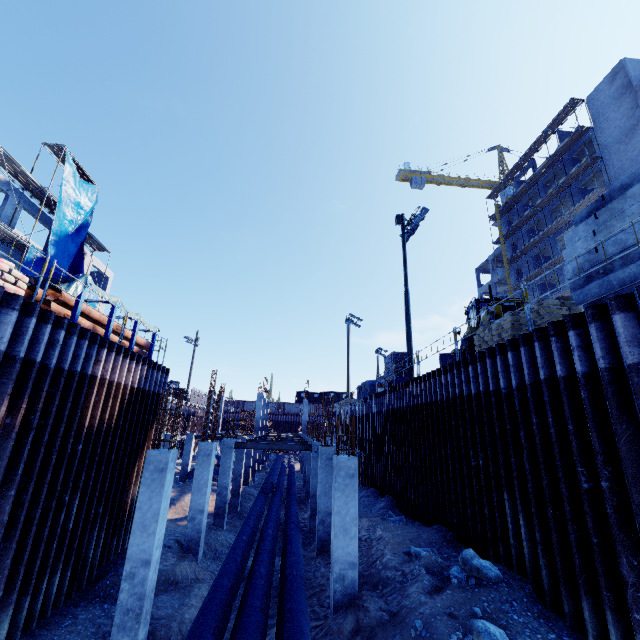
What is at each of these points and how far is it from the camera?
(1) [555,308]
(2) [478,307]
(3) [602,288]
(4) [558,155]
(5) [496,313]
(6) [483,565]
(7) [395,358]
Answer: (1) bagged concrete mix, 8.75m
(2) front loader, 16.31m
(3) concrete beam, 6.76m
(4) scaffolding, 36.91m
(5) front loader, 13.70m
(6) compgrassrocksplants, 7.73m
(7) wooden box, 21.83m

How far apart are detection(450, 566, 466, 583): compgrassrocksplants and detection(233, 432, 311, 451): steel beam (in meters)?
15.58

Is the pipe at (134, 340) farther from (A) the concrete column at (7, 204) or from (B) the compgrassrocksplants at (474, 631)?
(B) the compgrassrocksplants at (474, 631)

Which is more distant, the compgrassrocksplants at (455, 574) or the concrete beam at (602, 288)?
the compgrassrocksplants at (455, 574)

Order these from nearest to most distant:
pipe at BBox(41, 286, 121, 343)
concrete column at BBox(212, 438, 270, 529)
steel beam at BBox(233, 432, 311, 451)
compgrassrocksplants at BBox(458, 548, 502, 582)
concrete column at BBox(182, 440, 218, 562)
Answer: compgrassrocksplants at BBox(458, 548, 502, 582), pipe at BBox(41, 286, 121, 343), concrete column at BBox(182, 440, 218, 562), concrete column at BBox(212, 438, 270, 529), steel beam at BBox(233, 432, 311, 451)

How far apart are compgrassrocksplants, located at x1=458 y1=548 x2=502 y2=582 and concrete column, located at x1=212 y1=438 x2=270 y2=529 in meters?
16.8 m

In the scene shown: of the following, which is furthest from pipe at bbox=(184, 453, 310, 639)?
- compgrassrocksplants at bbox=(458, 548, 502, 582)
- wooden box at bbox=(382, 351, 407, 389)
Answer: wooden box at bbox=(382, 351, 407, 389)

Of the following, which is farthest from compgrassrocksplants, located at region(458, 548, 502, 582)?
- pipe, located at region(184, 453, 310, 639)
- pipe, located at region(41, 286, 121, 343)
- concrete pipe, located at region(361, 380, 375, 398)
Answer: concrete pipe, located at region(361, 380, 375, 398)
